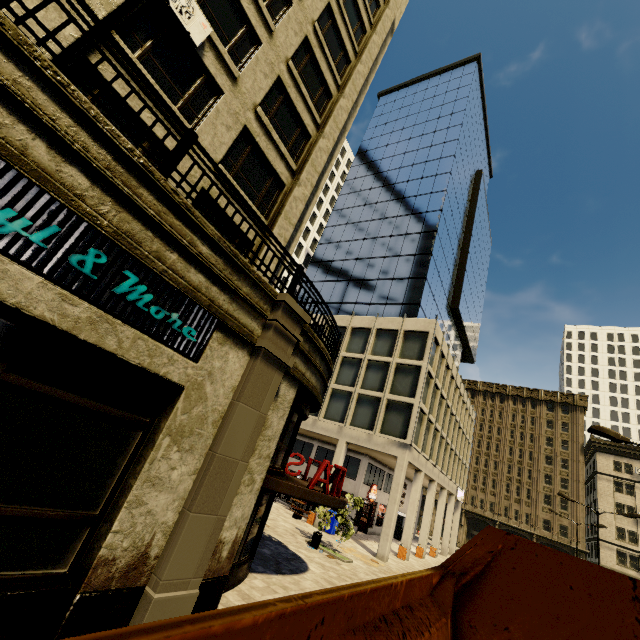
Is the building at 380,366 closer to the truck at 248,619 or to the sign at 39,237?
the sign at 39,237

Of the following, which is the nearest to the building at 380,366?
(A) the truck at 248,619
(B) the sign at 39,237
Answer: (B) the sign at 39,237

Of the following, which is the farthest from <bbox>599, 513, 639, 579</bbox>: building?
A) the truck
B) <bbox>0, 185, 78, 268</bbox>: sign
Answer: the truck

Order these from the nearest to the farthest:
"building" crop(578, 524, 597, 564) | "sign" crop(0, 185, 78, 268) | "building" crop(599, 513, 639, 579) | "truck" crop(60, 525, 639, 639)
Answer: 1. "truck" crop(60, 525, 639, 639)
2. "sign" crop(0, 185, 78, 268)
3. "building" crop(599, 513, 639, 579)
4. "building" crop(578, 524, 597, 564)

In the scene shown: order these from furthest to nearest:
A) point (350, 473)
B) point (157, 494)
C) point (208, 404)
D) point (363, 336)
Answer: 1. point (363, 336)
2. point (350, 473)
3. point (208, 404)
4. point (157, 494)

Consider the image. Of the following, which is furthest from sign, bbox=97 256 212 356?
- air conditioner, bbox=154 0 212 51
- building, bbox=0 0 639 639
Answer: air conditioner, bbox=154 0 212 51

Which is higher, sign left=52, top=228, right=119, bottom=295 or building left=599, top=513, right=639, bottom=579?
building left=599, top=513, right=639, bottom=579

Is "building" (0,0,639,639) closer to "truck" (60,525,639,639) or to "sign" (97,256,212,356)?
"sign" (97,256,212,356)
